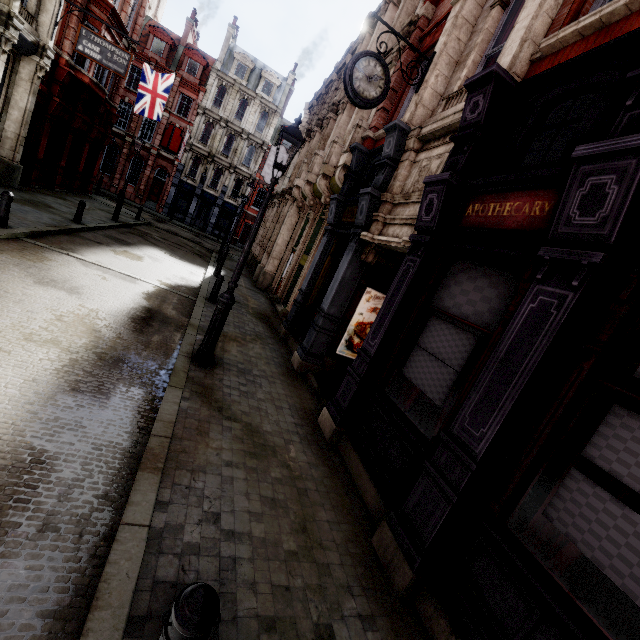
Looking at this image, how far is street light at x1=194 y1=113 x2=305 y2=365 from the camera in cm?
556

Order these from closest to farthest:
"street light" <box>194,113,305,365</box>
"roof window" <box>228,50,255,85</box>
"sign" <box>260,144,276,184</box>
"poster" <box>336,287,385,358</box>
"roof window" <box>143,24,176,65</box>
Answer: "street light" <box>194,113,305,365</box> < "poster" <box>336,287,385,358</box> < "sign" <box>260,144,276,184</box> < "roof window" <box>143,24,176,65</box> < "roof window" <box>228,50,255,85</box>

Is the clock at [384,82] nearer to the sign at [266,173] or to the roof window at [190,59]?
the sign at [266,173]

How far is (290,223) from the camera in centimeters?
1705cm

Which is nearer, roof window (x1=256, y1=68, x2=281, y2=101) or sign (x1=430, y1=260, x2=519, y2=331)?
sign (x1=430, y1=260, x2=519, y2=331)

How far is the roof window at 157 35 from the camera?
32.62m

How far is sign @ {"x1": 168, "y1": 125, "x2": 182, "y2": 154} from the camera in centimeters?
3416cm

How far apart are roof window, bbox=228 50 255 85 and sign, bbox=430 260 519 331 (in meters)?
41.64
